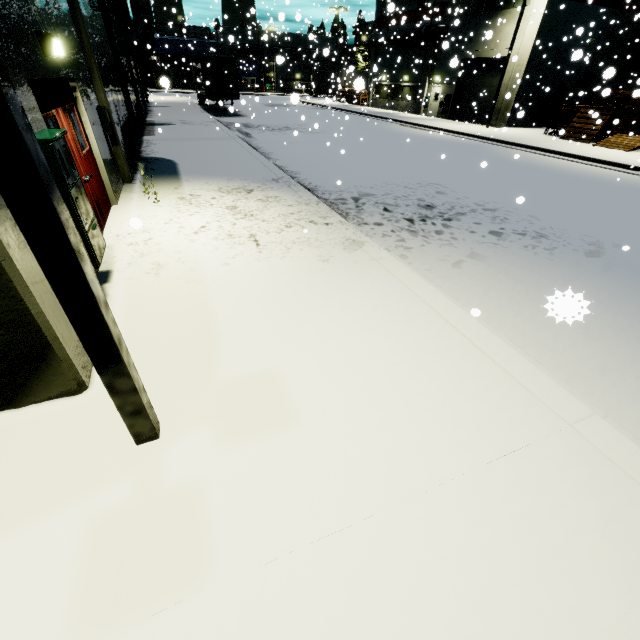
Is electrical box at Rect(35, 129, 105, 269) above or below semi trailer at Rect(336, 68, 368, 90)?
below

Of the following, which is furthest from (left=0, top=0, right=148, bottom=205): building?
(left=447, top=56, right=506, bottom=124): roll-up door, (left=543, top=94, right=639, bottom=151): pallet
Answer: (left=543, top=94, right=639, bottom=151): pallet

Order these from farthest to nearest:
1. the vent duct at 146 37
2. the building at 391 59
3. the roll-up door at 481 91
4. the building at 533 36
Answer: the roll-up door at 481 91 < the building at 391 59 < the building at 533 36 < the vent duct at 146 37

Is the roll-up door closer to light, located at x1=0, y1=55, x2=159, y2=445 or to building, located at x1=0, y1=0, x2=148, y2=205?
building, located at x1=0, y1=0, x2=148, y2=205

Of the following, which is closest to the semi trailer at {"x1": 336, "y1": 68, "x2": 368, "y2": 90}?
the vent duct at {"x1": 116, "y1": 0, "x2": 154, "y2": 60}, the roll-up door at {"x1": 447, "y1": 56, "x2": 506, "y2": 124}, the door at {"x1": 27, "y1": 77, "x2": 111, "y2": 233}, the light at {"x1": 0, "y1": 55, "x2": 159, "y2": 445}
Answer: the vent duct at {"x1": 116, "y1": 0, "x2": 154, "y2": 60}

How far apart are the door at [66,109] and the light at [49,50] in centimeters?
25cm

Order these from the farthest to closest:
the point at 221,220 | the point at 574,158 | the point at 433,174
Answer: the point at 574,158 < the point at 433,174 < the point at 221,220

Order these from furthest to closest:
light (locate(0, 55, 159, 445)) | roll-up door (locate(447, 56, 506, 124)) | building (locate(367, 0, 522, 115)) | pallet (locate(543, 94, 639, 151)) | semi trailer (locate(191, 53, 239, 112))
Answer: roll-up door (locate(447, 56, 506, 124)), semi trailer (locate(191, 53, 239, 112)), building (locate(367, 0, 522, 115)), pallet (locate(543, 94, 639, 151)), light (locate(0, 55, 159, 445))
